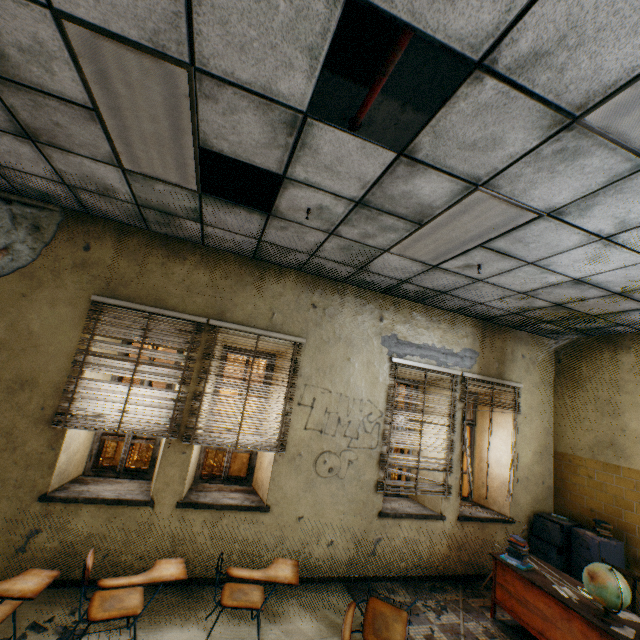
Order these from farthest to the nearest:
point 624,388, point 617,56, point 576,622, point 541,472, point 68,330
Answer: point 541,472, point 624,388, point 68,330, point 576,622, point 617,56

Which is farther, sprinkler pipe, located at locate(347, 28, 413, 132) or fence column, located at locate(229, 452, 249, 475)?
fence column, located at locate(229, 452, 249, 475)

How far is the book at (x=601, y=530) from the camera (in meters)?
4.49

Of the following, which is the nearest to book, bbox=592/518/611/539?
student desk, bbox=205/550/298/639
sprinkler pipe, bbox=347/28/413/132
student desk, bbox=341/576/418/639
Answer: student desk, bbox=341/576/418/639

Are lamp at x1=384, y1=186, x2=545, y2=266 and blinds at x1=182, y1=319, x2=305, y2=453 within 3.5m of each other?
Result: yes

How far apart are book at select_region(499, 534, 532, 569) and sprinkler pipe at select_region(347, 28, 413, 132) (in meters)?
4.91

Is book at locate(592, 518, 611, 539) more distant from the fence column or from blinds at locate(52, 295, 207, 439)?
the fence column

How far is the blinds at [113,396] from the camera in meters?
3.6 m
